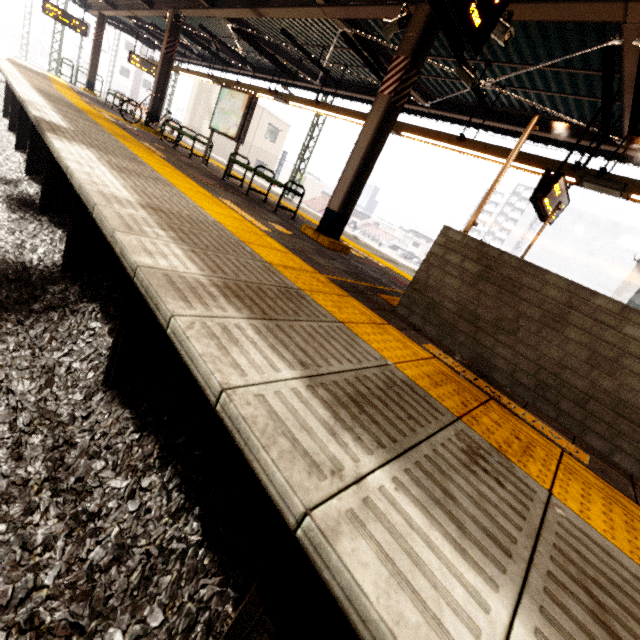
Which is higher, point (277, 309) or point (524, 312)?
point (524, 312)

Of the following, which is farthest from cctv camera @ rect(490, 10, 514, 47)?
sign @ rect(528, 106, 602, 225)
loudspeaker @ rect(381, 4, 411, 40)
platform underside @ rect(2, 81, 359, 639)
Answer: platform underside @ rect(2, 81, 359, 639)

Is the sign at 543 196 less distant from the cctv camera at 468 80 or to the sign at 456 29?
the cctv camera at 468 80

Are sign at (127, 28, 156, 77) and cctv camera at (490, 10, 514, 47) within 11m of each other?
no

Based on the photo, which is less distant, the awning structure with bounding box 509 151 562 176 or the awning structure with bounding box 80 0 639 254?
the awning structure with bounding box 80 0 639 254

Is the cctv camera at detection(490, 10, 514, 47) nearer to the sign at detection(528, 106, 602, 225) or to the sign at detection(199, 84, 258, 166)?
the sign at detection(528, 106, 602, 225)

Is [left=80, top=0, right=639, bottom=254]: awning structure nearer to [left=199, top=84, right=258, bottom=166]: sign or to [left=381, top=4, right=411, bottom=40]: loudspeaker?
[left=381, top=4, right=411, bottom=40]: loudspeaker

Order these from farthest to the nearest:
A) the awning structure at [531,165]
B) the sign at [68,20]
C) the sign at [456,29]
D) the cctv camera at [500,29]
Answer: the sign at [68,20] → the awning structure at [531,165] → the cctv camera at [500,29] → the sign at [456,29]
